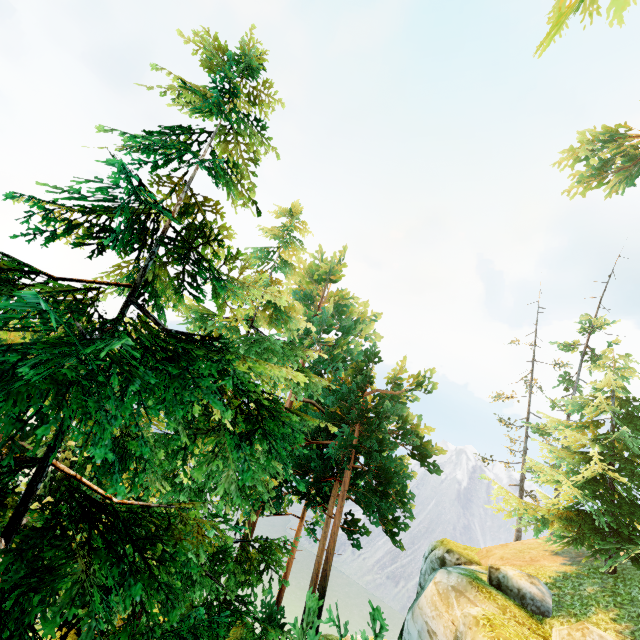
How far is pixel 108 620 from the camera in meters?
3.9

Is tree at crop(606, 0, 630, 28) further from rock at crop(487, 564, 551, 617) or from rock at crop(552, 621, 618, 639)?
rock at crop(552, 621, 618, 639)

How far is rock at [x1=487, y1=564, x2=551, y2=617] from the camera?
11.3m

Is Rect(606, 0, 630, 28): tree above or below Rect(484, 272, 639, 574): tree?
above

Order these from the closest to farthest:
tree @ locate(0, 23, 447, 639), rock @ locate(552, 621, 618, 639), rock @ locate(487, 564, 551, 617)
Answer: tree @ locate(0, 23, 447, 639), rock @ locate(552, 621, 618, 639), rock @ locate(487, 564, 551, 617)

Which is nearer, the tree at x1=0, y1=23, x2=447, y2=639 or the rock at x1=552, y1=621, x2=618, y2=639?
the tree at x1=0, y1=23, x2=447, y2=639

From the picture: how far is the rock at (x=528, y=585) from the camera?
11.3m

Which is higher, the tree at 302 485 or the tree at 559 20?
the tree at 559 20
